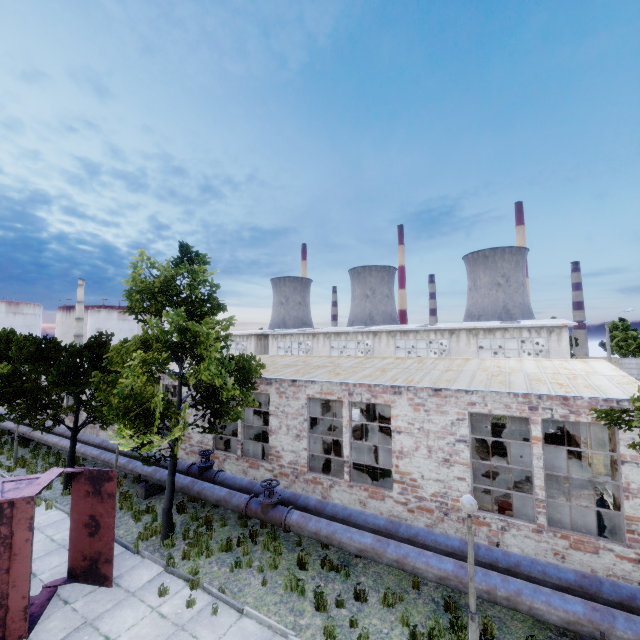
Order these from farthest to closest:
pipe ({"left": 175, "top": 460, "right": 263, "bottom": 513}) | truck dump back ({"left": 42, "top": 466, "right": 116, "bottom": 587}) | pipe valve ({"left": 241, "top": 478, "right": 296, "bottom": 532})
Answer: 1. pipe ({"left": 175, "top": 460, "right": 263, "bottom": 513})
2. pipe valve ({"left": 241, "top": 478, "right": 296, "bottom": 532})
3. truck dump back ({"left": 42, "top": 466, "right": 116, "bottom": 587})

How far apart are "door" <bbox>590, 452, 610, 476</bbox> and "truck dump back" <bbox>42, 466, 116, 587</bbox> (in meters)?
20.00

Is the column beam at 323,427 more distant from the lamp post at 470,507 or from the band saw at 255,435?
the lamp post at 470,507

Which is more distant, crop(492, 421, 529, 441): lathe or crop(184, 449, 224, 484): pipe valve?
crop(492, 421, 529, 441): lathe

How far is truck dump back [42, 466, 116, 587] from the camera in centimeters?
857cm

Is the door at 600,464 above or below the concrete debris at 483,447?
above

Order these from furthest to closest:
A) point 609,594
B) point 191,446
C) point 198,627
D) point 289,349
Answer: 1. point 289,349
2. point 191,446
3. point 198,627
4. point 609,594

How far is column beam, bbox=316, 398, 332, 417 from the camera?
16.6 meters
